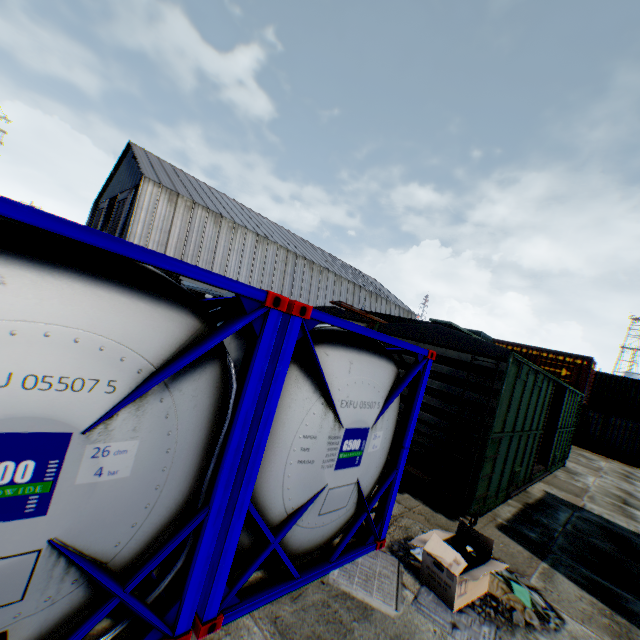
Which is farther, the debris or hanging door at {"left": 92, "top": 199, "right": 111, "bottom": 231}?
hanging door at {"left": 92, "top": 199, "right": 111, "bottom": 231}

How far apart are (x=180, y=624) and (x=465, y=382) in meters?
5.8

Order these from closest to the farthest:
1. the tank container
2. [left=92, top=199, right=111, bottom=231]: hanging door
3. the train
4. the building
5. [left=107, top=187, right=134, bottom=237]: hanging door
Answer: the tank container < the train < the building < [left=107, top=187, right=134, bottom=237]: hanging door < [left=92, top=199, right=111, bottom=231]: hanging door

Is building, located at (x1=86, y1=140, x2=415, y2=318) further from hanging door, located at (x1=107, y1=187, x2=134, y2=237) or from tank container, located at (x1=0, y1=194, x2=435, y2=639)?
tank container, located at (x1=0, y1=194, x2=435, y2=639)

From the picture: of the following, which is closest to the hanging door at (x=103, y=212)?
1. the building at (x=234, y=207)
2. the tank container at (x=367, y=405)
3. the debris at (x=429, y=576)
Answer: the building at (x=234, y=207)

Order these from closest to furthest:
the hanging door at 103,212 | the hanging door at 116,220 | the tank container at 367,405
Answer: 1. the tank container at 367,405
2. the hanging door at 116,220
3. the hanging door at 103,212

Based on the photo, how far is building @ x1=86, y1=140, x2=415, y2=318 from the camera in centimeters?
2730cm

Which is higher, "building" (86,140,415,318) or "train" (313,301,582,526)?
"building" (86,140,415,318)
